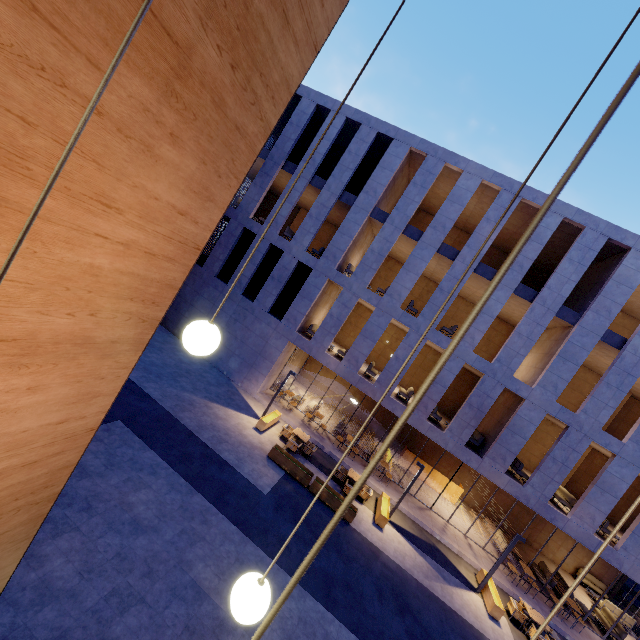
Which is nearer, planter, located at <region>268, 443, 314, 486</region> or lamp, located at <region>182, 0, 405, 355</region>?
lamp, located at <region>182, 0, 405, 355</region>

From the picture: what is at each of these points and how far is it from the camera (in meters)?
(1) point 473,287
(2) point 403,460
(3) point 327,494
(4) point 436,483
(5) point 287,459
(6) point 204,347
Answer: (1) building, 18.22
(2) reception podium, 20.55
(3) planter, 12.44
(4) reception podium, 19.98
(5) planter, 12.91
(6) lamp, 1.67

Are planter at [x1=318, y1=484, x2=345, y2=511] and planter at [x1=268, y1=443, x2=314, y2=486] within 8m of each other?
yes

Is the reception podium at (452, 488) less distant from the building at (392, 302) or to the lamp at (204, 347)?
the building at (392, 302)

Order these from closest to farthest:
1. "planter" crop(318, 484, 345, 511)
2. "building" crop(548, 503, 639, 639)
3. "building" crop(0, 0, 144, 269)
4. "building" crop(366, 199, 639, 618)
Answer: "building" crop(0, 0, 144, 269) → "planter" crop(318, 484, 345, 511) → "building" crop(548, 503, 639, 639) → "building" crop(366, 199, 639, 618)

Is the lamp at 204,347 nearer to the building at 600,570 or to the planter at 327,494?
the planter at 327,494

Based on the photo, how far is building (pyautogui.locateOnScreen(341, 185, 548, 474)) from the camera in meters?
15.5 m

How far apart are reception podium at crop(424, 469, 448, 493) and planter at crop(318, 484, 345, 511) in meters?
9.3 m
